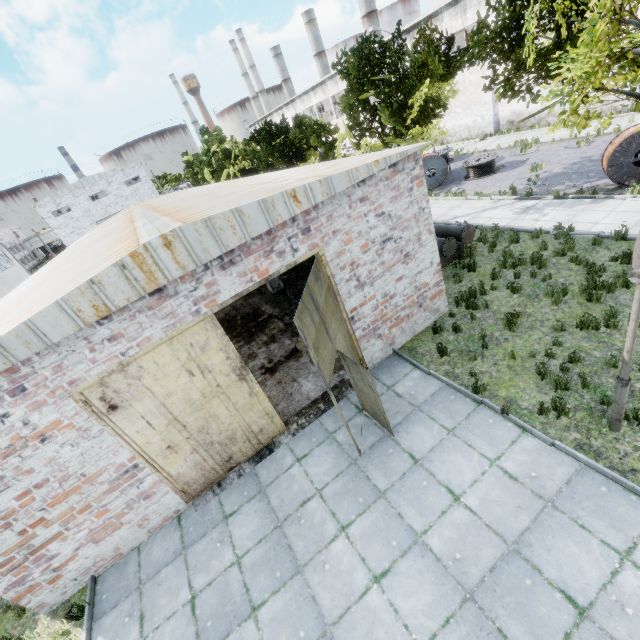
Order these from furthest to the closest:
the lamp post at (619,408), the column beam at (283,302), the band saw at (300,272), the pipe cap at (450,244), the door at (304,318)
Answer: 1. the band saw at (300,272)
2. the column beam at (283,302)
3. the pipe cap at (450,244)
4. the door at (304,318)
5. the lamp post at (619,408)

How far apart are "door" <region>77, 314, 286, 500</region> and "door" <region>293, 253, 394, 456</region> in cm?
198

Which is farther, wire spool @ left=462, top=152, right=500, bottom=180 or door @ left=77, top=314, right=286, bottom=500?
wire spool @ left=462, top=152, right=500, bottom=180

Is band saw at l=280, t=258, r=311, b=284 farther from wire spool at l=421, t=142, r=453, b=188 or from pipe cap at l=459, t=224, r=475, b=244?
wire spool at l=421, t=142, r=453, b=188

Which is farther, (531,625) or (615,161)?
(615,161)

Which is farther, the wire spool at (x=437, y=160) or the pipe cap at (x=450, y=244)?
the wire spool at (x=437, y=160)

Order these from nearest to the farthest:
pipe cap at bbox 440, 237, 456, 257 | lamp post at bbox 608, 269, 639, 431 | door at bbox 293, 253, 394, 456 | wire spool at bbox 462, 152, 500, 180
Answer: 1. lamp post at bbox 608, 269, 639, 431
2. door at bbox 293, 253, 394, 456
3. pipe cap at bbox 440, 237, 456, 257
4. wire spool at bbox 462, 152, 500, 180

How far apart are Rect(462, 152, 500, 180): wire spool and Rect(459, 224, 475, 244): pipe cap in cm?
987
